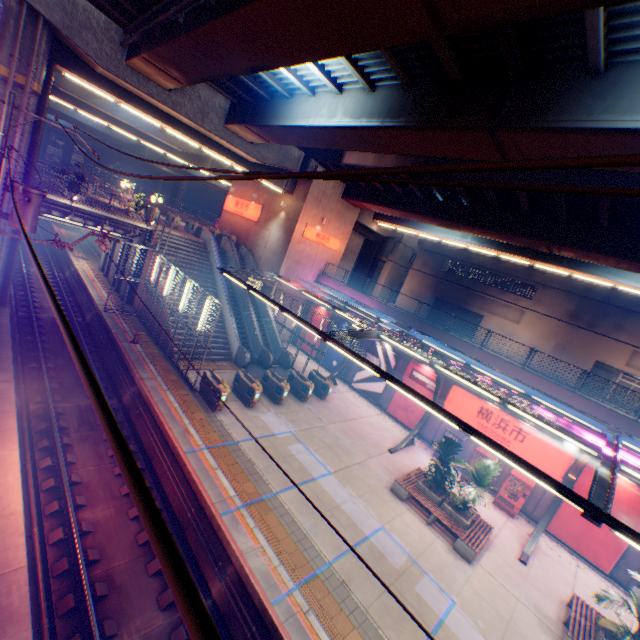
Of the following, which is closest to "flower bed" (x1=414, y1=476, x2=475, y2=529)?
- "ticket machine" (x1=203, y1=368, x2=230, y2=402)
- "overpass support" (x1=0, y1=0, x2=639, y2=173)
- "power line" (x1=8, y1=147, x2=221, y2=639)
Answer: "ticket machine" (x1=203, y1=368, x2=230, y2=402)

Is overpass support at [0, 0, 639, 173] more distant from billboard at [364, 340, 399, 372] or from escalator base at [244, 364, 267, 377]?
escalator base at [244, 364, 267, 377]

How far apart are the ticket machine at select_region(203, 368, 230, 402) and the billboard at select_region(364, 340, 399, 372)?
11.9 meters

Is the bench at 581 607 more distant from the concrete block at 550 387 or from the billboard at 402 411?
the billboard at 402 411

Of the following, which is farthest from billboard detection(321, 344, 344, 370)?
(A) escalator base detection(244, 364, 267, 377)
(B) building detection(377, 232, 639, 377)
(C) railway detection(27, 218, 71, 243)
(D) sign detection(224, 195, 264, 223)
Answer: (B) building detection(377, 232, 639, 377)

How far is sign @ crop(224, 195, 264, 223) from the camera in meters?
29.1 m

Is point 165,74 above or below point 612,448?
above

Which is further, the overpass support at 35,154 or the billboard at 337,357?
the billboard at 337,357
